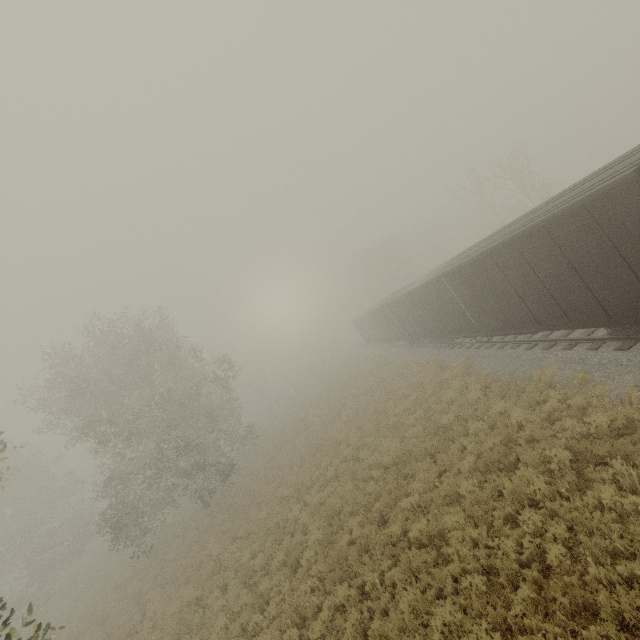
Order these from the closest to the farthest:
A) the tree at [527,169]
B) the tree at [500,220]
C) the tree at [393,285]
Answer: the tree at [527,169]
the tree at [500,220]
the tree at [393,285]

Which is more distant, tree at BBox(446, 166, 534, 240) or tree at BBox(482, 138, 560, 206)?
tree at BBox(446, 166, 534, 240)

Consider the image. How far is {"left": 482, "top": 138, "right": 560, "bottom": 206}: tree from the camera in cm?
2509

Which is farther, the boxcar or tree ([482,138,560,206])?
tree ([482,138,560,206])

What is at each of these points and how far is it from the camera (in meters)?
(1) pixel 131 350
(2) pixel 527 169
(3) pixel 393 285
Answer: (1) tree, 23.34
(2) tree, 27.25
(3) tree, 51.25

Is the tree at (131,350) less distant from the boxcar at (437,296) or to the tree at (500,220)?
the boxcar at (437,296)

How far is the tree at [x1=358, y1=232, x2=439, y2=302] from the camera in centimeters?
5112cm
